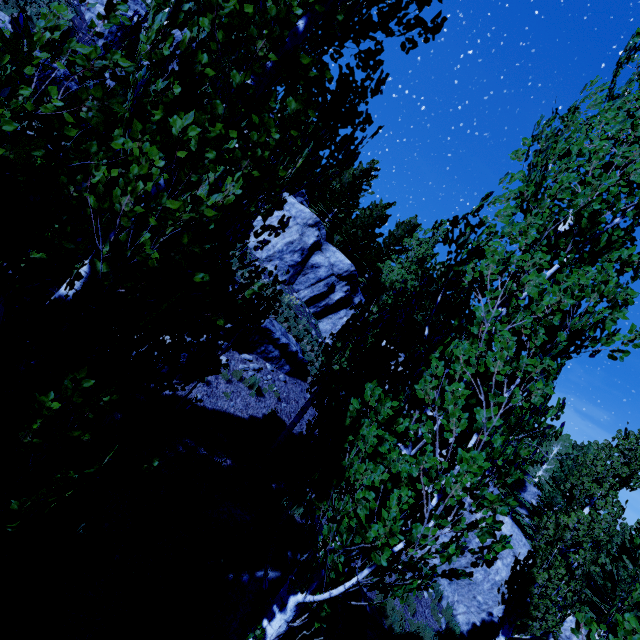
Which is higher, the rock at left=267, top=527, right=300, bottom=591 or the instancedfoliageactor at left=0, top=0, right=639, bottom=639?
the instancedfoliageactor at left=0, top=0, right=639, bottom=639

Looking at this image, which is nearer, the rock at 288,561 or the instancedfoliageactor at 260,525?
the instancedfoliageactor at 260,525

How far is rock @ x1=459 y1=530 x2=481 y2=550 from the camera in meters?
15.6 m

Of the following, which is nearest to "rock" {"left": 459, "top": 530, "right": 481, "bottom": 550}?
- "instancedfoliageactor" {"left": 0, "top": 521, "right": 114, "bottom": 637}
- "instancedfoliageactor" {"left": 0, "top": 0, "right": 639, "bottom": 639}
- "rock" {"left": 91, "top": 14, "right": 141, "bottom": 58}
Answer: "instancedfoliageactor" {"left": 0, "top": 0, "right": 639, "bottom": 639}

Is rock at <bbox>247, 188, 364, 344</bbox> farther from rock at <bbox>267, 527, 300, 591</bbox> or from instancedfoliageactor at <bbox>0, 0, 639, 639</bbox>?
rock at <bbox>267, 527, 300, 591</bbox>

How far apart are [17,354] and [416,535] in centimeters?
291cm

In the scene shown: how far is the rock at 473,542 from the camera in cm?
Answer: 1555

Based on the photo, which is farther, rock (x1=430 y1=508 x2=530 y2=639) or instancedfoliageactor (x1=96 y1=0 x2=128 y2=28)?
rock (x1=430 y1=508 x2=530 y2=639)
